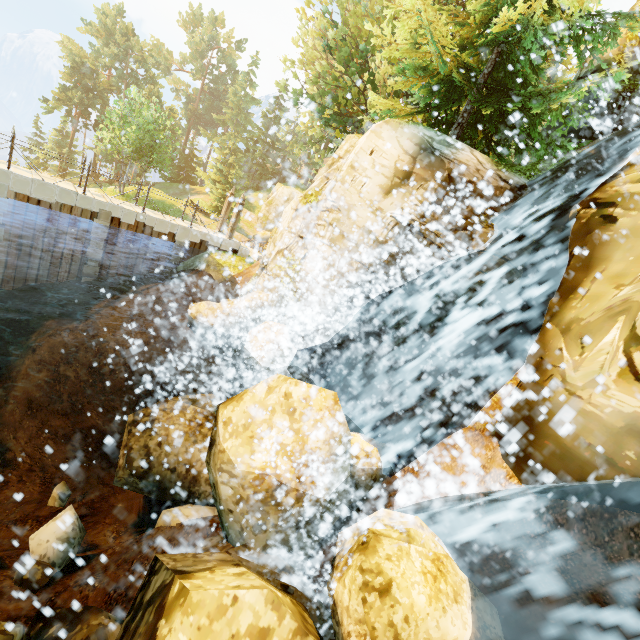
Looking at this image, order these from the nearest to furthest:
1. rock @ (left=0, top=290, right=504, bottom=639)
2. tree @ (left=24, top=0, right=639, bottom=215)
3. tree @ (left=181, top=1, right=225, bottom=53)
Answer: rock @ (left=0, top=290, right=504, bottom=639)
tree @ (left=24, top=0, right=639, bottom=215)
tree @ (left=181, top=1, right=225, bottom=53)

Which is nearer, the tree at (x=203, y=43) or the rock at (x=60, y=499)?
the rock at (x=60, y=499)

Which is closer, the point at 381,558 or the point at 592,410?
the point at 381,558

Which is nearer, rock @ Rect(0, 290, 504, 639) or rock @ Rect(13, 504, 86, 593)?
rock @ Rect(0, 290, 504, 639)

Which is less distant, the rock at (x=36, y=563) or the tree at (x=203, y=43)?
the rock at (x=36, y=563)

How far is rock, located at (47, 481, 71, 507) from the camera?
8.7m

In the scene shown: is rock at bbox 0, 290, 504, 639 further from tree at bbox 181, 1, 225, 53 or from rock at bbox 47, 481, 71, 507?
tree at bbox 181, 1, 225, 53

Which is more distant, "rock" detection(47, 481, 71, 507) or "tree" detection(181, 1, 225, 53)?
"tree" detection(181, 1, 225, 53)
